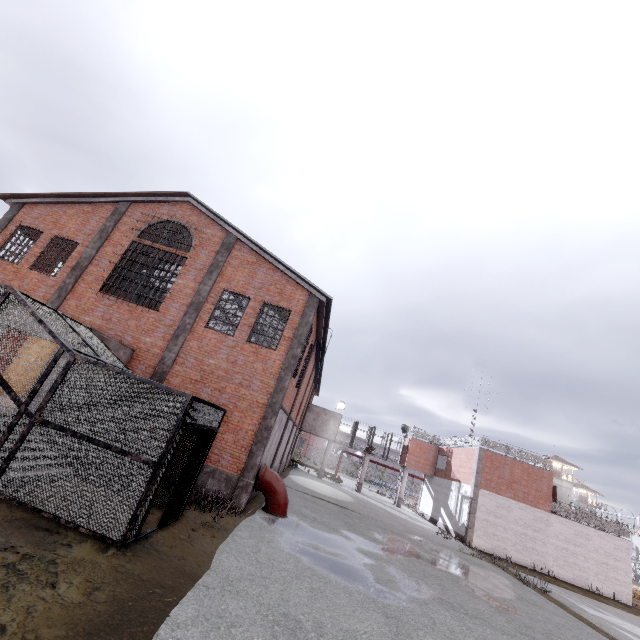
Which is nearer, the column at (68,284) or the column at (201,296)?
the column at (201,296)

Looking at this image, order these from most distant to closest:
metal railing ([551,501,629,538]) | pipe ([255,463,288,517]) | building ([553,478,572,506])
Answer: building ([553,478,572,506]) < metal railing ([551,501,629,538]) < pipe ([255,463,288,517])

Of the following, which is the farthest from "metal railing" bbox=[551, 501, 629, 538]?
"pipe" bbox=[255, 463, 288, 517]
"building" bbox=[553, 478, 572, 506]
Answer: "building" bbox=[553, 478, 572, 506]

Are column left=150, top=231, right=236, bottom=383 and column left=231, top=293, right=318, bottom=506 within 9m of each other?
yes

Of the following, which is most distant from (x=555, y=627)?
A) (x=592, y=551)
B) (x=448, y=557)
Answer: (x=592, y=551)

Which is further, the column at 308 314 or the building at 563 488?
the building at 563 488

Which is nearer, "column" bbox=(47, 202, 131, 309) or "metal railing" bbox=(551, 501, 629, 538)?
"column" bbox=(47, 202, 131, 309)

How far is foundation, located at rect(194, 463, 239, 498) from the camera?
11.8 meters
